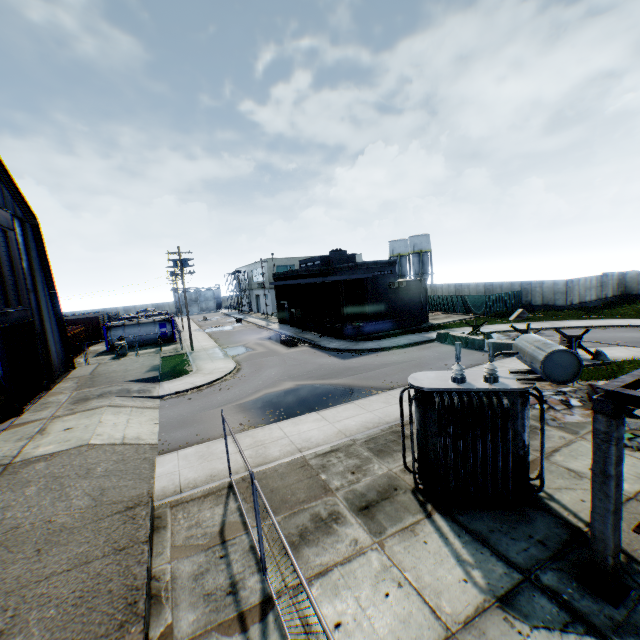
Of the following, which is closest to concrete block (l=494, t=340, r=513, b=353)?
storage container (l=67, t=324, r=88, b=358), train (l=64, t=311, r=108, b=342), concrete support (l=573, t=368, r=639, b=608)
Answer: concrete support (l=573, t=368, r=639, b=608)

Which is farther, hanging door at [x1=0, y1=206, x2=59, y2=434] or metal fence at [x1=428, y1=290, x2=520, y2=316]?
metal fence at [x1=428, y1=290, x2=520, y2=316]

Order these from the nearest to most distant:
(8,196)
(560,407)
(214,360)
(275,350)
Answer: (560,407)
(8,196)
(214,360)
(275,350)

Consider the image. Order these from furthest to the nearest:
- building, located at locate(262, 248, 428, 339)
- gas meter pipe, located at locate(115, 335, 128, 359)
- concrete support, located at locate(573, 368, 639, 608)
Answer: building, located at locate(262, 248, 428, 339) → gas meter pipe, located at locate(115, 335, 128, 359) → concrete support, located at locate(573, 368, 639, 608)

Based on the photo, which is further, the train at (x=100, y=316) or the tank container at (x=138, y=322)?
the train at (x=100, y=316)

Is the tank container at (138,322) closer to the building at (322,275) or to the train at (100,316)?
the train at (100,316)

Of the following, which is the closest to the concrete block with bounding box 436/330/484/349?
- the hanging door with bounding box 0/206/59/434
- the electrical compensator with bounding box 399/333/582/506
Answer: the electrical compensator with bounding box 399/333/582/506

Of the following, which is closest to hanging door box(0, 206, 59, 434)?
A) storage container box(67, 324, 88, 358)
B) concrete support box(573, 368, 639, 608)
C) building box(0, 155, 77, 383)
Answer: building box(0, 155, 77, 383)
